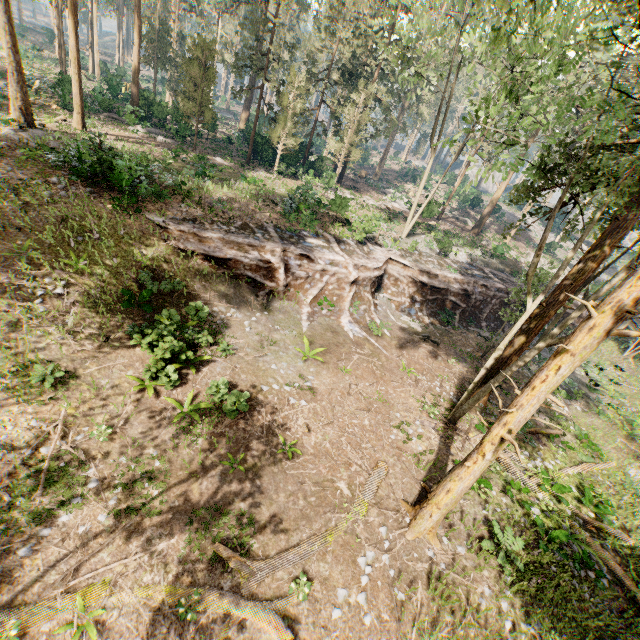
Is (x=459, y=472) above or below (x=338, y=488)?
above

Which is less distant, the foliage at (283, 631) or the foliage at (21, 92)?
the foliage at (283, 631)

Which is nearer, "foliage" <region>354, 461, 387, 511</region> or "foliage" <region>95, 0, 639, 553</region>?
"foliage" <region>95, 0, 639, 553</region>

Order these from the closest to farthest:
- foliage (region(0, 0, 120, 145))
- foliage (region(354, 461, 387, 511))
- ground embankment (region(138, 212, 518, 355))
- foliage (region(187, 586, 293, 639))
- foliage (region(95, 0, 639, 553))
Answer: foliage (region(187, 586, 293, 639)) < foliage (region(95, 0, 639, 553)) < foliage (region(354, 461, 387, 511)) < ground embankment (region(138, 212, 518, 355)) < foliage (region(0, 0, 120, 145))

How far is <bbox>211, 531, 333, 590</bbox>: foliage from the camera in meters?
8.0 m

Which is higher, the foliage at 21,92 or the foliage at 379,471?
the foliage at 21,92
